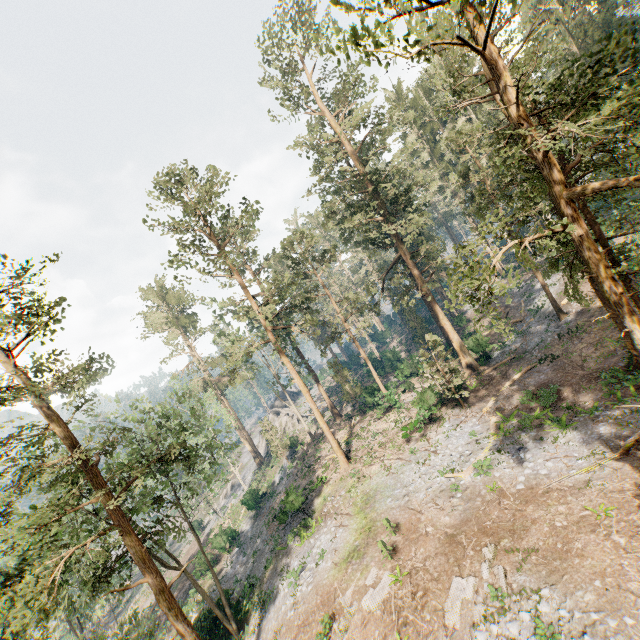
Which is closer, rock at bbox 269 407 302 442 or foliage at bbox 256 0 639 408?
foliage at bbox 256 0 639 408

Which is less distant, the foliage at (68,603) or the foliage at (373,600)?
the foliage at (68,603)

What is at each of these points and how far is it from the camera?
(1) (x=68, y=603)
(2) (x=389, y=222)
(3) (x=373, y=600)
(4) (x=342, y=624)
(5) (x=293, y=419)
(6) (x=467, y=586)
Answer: (1) foliage, 18.2m
(2) foliage, 32.7m
(3) foliage, 15.5m
(4) foliage, 15.3m
(5) rock, 51.3m
(6) foliage, 13.6m

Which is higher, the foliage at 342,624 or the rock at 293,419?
the rock at 293,419

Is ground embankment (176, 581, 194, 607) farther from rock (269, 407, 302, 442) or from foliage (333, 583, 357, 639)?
rock (269, 407, 302, 442)

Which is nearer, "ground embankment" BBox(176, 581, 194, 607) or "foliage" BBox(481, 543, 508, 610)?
"foliage" BBox(481, 543, 508, 610)
